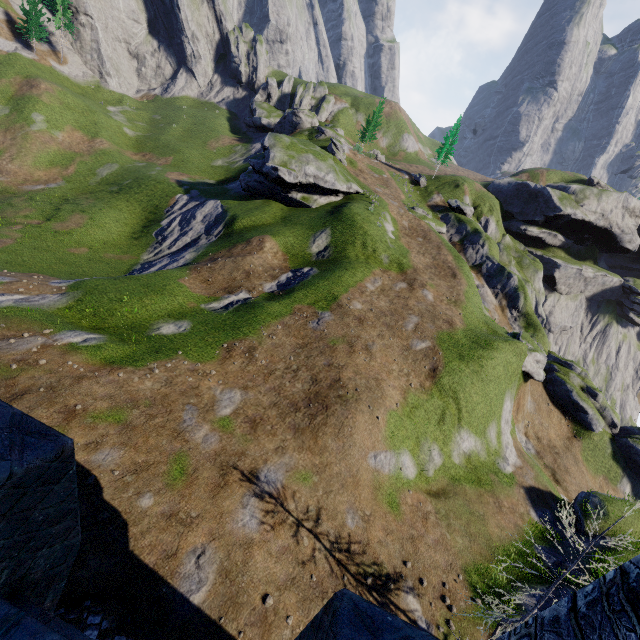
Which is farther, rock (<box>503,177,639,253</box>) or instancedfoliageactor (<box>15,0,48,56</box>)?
rock (<box>503,177,639,253</box>)

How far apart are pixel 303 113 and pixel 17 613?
67.81m

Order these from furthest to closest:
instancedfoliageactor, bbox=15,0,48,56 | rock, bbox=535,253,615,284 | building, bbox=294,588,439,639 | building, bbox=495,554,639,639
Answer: rock, bbox=535,253,615,284 < instancedfoliageactor, bbox=15,0,48,56 < building, bbox=495,554,639,639 < building, bbox=294,588,439,639

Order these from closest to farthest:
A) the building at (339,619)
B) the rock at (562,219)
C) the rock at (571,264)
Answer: the building at (339,619)
the rock at (562,219)
the rock at (571,264)

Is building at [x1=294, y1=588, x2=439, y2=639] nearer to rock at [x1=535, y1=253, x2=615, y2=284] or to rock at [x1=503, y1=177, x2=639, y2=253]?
rock at [x1=503, y1=177, x2=639, y2=253]

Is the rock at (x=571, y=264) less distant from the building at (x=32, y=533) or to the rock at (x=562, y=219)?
the rock at (x=562, y=219)

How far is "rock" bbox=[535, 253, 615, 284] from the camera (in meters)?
57.72

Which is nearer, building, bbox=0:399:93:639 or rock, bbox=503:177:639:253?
building, bbox=0:399:93:639
